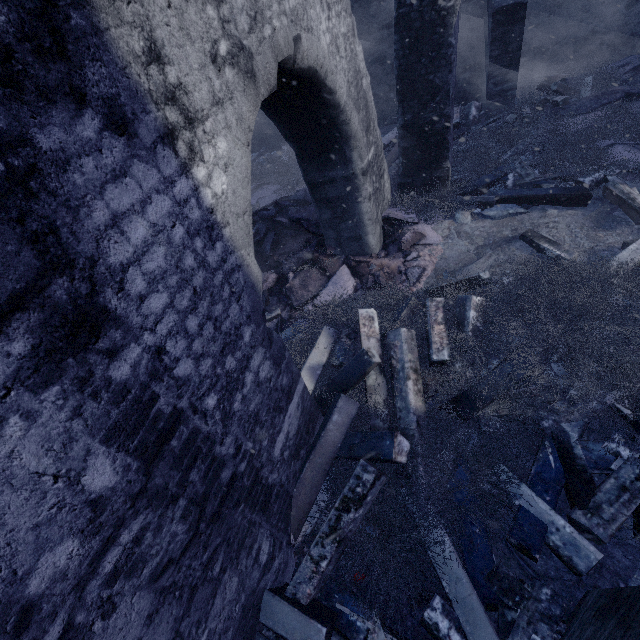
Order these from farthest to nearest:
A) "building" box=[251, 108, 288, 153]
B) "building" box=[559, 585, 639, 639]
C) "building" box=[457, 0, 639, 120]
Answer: "building" box=[251, 108, 288, 153] → "building" box=[457, 0, 639, 120] → "building" box=[559, 585, 639, 639]

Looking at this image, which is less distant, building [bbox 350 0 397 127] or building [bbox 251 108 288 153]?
building [bbox 350 0 397 127]

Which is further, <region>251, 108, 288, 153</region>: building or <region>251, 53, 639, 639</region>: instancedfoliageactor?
<region>251, 108, 288, 153</region>: building

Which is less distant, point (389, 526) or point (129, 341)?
point (129, 341)

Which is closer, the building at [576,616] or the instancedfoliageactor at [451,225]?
the building at [576,616]

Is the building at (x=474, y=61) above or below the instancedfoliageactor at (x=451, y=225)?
above

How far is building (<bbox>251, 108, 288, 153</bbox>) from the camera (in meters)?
10.05
